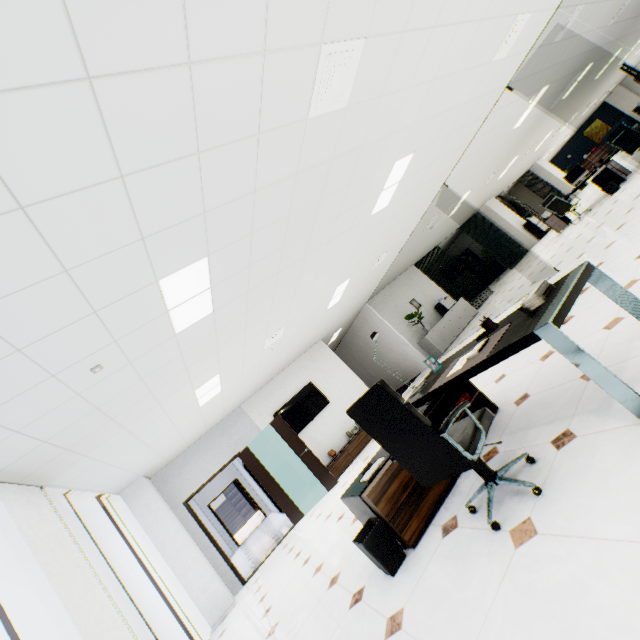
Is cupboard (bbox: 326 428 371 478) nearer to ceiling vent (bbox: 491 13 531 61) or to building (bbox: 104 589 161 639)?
ceiling vent (bbox: 491 13 531 61)

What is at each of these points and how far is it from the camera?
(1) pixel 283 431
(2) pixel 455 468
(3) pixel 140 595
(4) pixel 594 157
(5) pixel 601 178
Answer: (1) door, 7.7m
(2) chair, 2.0m
(3) window, 5.6m
(4) reception desk, 22.1m
(5) rolling cabinet, 8.9m

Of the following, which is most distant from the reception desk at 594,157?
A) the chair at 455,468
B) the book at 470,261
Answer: the chair at 455,468

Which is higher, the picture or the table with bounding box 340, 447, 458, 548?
the picture

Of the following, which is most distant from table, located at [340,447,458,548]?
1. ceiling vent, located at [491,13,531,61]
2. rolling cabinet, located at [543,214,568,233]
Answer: rolling cabinet, located at [543,214,568,233]

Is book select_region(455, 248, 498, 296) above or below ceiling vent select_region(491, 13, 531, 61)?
below

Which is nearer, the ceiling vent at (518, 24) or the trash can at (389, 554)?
the trash can at (389, 554)

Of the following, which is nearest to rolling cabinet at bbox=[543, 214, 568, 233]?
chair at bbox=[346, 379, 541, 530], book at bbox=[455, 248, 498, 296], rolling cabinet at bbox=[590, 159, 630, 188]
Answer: rolling cabinet at bbox=[590, 159, 630, 188]
